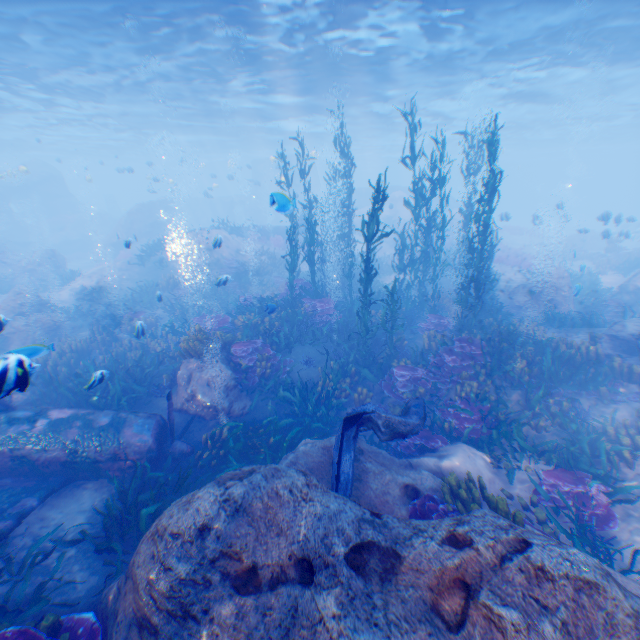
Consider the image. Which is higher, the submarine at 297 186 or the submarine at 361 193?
the submarine at 297 186

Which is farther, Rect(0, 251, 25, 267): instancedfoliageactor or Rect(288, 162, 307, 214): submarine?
Rect(288, 162, 307, 214): submarine

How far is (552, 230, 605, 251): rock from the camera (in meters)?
30.62

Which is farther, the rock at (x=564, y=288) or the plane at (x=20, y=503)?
the rock at (x=564, y=288)

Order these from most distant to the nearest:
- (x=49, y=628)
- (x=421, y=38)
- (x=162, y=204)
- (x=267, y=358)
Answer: (x=162, y=204) < (x=421, y=38) < (x=267, y=358) < (x=49, y=628)

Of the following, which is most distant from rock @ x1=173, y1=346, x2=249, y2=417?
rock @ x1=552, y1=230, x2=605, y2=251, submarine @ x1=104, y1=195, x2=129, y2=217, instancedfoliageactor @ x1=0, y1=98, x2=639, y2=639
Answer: submarine @ x1=104, y1=195, x2=129, y2=217

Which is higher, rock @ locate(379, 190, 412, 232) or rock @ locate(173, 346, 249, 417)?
rock @ locate(379, 190, 412, 232)

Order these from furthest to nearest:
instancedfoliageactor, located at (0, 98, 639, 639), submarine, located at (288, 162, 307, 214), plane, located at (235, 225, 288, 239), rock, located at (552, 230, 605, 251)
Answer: submarine, located at (288, 162, 307, 214) → rock, located at (552, 230, 605, 251) → plane, located at (235, 225, 288, 239) → instancedfoliageactor, located at (0, 98, 639, 639)
